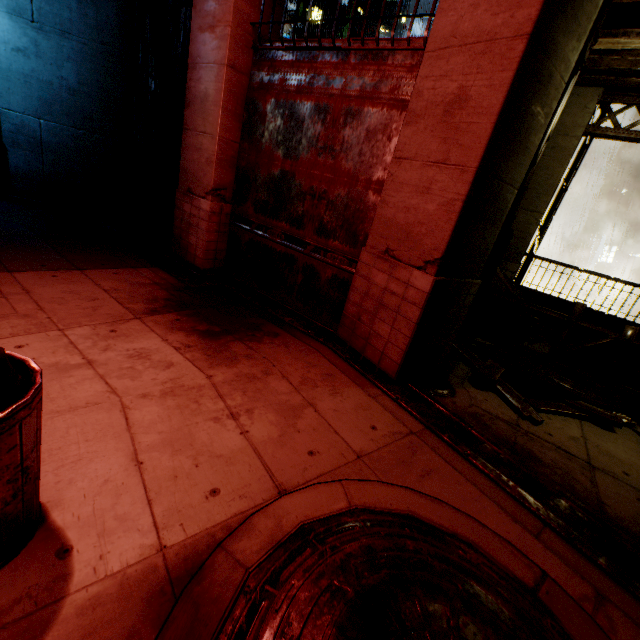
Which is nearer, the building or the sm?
the building

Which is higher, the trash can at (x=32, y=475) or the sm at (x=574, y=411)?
the trash can at (x=32, y=475)

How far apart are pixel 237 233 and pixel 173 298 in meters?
2.1

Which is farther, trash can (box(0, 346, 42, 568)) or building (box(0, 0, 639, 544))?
building (box(0, 0, 639, 544))

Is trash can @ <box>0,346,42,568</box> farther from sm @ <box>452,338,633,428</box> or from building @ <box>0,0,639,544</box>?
sm @ <box>452,338,633,428</box>

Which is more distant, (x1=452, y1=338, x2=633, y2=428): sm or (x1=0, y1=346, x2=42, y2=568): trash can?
(x1=452, y1=338, x2=633, y2=428): sm

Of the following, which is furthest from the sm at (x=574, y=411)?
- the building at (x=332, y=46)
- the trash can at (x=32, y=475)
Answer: the trash can at (x=32, y=475)
